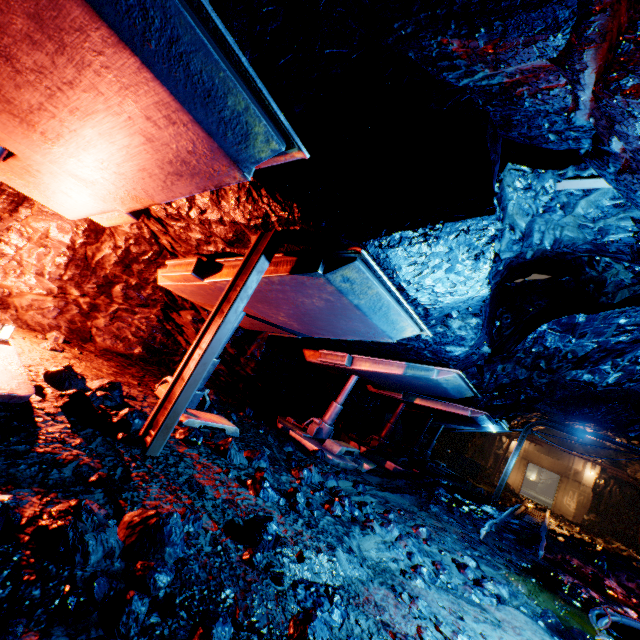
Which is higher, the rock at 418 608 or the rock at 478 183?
the rock at 478 183

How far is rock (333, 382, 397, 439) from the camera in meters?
10.7 m

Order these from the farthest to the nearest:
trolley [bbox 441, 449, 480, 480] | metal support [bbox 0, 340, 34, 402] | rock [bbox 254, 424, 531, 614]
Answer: trolley [bbox 441, 449, 480, 480], rock [bbox 254, 424, 531, 614], metal support [bbox 0, 340, 34, 402]

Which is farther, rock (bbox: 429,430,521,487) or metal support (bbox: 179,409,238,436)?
rock (bbox: 429,430,521,487)

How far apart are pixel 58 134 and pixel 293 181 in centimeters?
152cm

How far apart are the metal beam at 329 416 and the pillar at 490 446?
19.1m

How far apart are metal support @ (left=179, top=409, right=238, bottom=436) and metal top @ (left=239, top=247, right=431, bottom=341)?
1.33m

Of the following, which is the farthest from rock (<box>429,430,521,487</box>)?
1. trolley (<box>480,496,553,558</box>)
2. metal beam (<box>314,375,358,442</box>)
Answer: metal beam (<box>314,375,358,442</box>)
